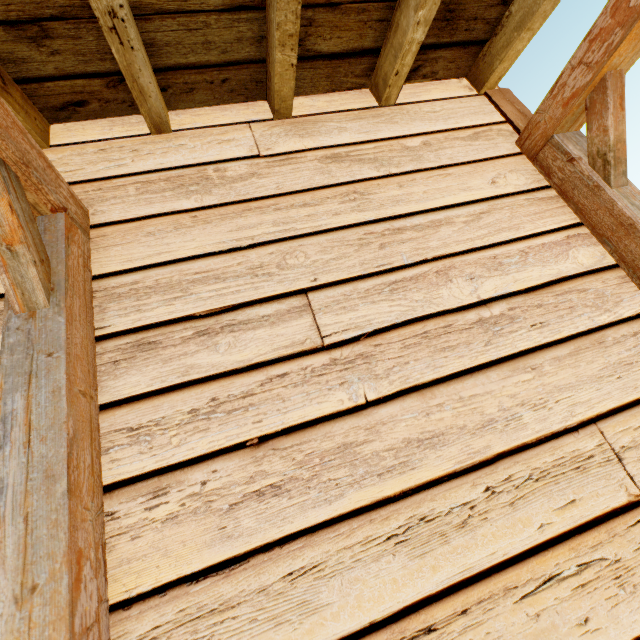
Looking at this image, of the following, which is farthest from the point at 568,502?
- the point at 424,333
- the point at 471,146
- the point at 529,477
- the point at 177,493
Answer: the point at 471,146
